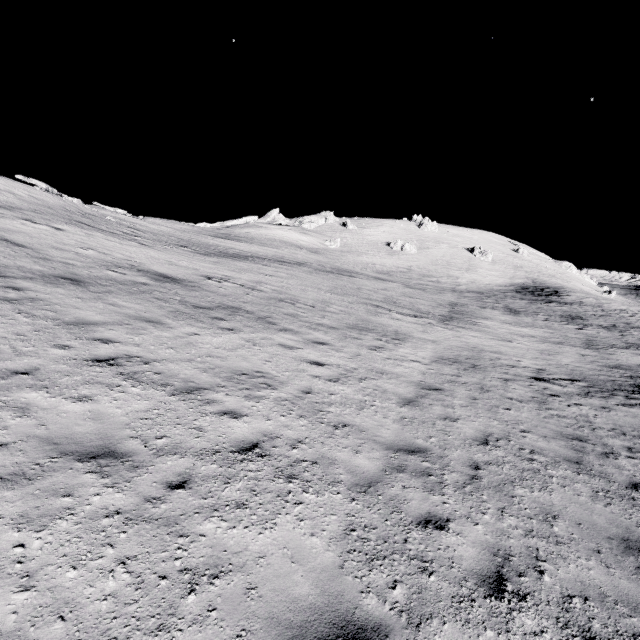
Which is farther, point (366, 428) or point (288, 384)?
point (288, 384)
